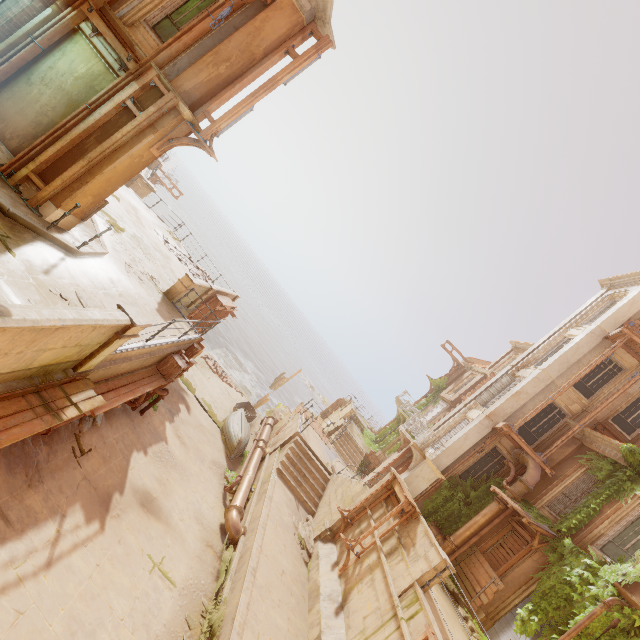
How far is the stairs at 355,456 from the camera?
23.0m

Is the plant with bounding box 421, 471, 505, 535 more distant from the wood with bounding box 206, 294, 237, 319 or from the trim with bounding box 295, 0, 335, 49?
the wood with bounding box 206, 294, 237, 319

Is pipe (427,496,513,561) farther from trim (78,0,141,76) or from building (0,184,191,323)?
trim (78,0,141,76)

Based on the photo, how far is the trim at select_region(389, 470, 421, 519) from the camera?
11.1m

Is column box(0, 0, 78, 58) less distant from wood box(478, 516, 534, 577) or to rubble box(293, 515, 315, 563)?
rubble box(293, 515, 315, 563)

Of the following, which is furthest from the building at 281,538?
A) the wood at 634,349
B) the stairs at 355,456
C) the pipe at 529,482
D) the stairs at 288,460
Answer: the wood at 634,349

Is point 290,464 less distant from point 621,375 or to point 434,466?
point 434,466

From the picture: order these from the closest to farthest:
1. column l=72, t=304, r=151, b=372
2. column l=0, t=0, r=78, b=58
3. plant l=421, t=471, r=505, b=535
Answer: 1. column l=72, t=304, r=151, b=372
2. column l=0, t=0, r=78, b=58
3. plant l=421, t=471, r=505, b=535
